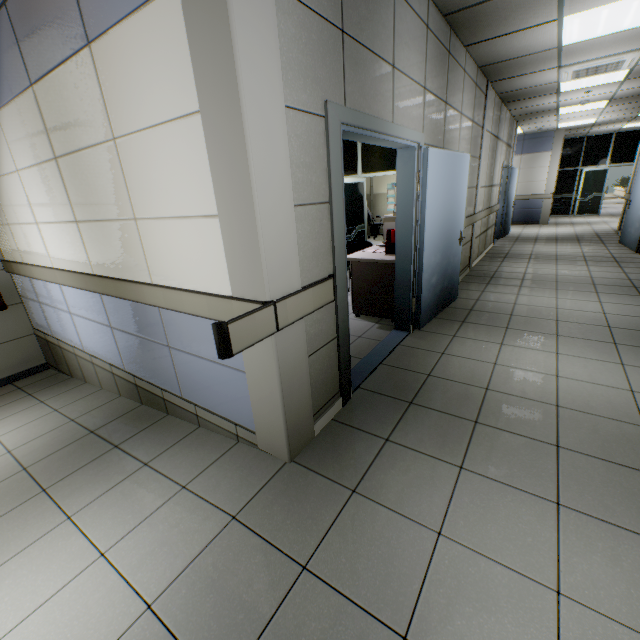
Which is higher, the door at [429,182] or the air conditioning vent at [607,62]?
the air conditioning vent at [607,62]

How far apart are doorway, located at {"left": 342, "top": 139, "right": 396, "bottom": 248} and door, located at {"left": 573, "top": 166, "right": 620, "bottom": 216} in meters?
11.7 m

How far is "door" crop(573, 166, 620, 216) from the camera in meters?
13.6

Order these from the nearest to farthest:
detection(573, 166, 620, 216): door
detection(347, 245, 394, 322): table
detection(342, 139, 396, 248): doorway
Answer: detection(347, 245, 394, 322): table → detection(342, 139, 396, 248): doorway → detection(573, 166, 620, 216): door

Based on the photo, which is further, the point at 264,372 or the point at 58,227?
the point at 58,227

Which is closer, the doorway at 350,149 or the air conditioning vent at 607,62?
the air conditioning vent at 607,62

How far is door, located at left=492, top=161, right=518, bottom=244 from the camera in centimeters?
908cm

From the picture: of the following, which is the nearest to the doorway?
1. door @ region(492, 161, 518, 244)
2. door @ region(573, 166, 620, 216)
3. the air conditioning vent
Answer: the air conditioning vent
